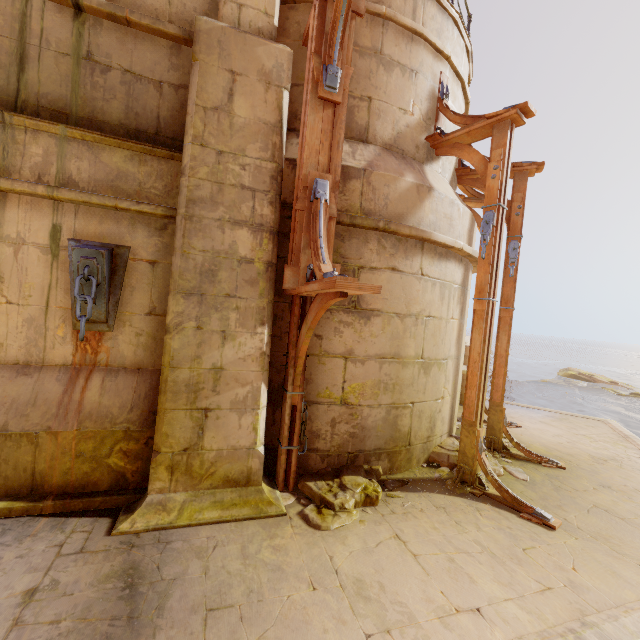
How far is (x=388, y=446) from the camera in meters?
4.4

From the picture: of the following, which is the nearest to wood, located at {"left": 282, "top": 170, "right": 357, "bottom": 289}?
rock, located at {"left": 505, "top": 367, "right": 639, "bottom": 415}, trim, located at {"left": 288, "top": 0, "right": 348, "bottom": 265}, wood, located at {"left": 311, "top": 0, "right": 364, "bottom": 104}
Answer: trim, located at {"left": 288, "top": 0, "right": 348, "bottom": 265}

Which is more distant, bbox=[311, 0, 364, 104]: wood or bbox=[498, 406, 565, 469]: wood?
bbox=[498, 406, 565, 469]: wood

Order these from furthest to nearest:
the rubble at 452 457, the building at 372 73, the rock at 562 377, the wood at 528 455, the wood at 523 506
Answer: the rock at 562 377 → the wood at 528 455 → the rubble at 452 457 → the wood at 523 506 → the building at 372 73

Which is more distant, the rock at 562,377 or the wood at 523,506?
the rock at 562,377

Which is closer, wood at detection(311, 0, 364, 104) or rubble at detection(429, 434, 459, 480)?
wood at detection(311, 0, 364, 104)

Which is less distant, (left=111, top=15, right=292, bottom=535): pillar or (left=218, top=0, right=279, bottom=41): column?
(left=111, top=15, right=292, bottom=535): pillar

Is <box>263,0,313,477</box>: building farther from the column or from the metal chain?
the metal chain
